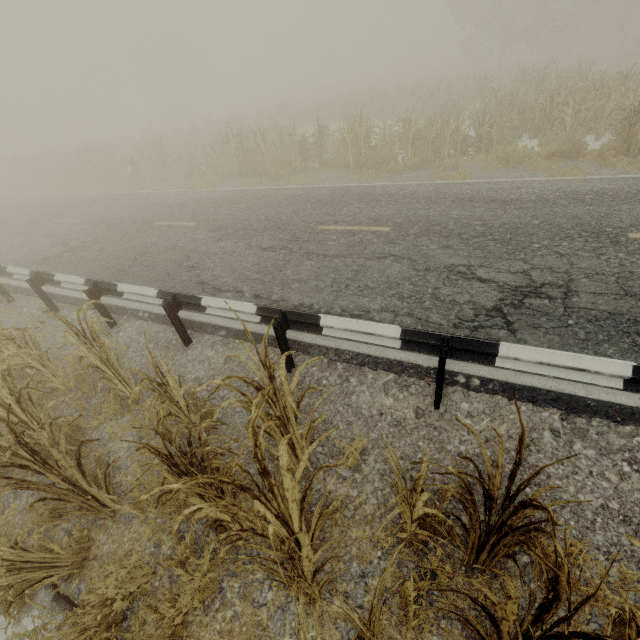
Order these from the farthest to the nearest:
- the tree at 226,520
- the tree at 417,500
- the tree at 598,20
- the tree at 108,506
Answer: the tree at 598,20 < the tree at 108,506 < the tree at 226,520 < the tree at 417,500

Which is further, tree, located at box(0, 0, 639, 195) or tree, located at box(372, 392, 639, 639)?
tree, located at box(0, 0, 639, 195)

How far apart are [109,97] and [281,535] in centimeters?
5593cm

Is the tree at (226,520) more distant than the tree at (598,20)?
No

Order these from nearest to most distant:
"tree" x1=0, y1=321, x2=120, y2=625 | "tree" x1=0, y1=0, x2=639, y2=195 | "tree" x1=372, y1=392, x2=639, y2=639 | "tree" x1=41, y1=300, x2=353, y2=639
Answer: "tree" x1=372, y1=392, x2=639, y2=639 → "tree" x1=41, y1=300, x2=353, y2=639 → "tree" x1=0, y1=321, x2=120, y2=625 → "tree" x1=0, y1=0, x2=639, y2=195
